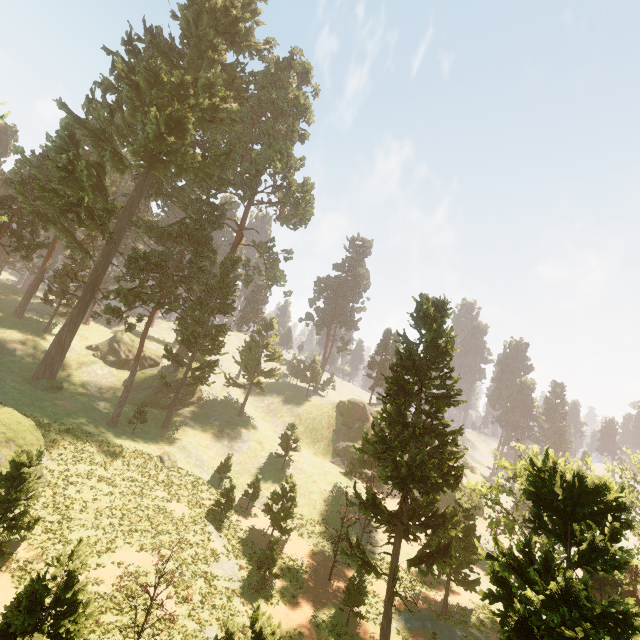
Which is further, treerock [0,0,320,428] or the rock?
the rock

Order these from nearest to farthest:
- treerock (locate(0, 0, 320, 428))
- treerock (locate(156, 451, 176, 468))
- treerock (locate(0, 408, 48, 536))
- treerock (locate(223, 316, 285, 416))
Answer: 1. treerock (locate(0, 408, 48, 536))
2. treerock (locate(156, 451, 176, 468))
3. treerock (locate(0, 0, 320, 428))
4. treerock (locate(223, 316, 285, 416))

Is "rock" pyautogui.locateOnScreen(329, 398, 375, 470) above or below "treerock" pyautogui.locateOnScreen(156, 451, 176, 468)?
above

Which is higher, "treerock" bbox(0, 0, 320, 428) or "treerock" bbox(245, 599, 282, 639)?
"treerock" bbox(0, 0, 320, 428)

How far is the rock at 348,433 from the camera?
50.0 meters

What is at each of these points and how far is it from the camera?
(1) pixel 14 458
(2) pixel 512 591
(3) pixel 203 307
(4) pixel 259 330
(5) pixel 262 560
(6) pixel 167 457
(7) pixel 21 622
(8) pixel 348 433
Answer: (1) treerock, 16.8m
(2) treerock, 12.1m
(3) treerock, 42.6m
(4) treerock, 52.1m
(5) treerock, 23.3m
(6) treerock, 33.6m
(7) treerock, 10.0m
(8) rock, 52.9m

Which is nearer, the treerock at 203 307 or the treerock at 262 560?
the treerock at 262 560
